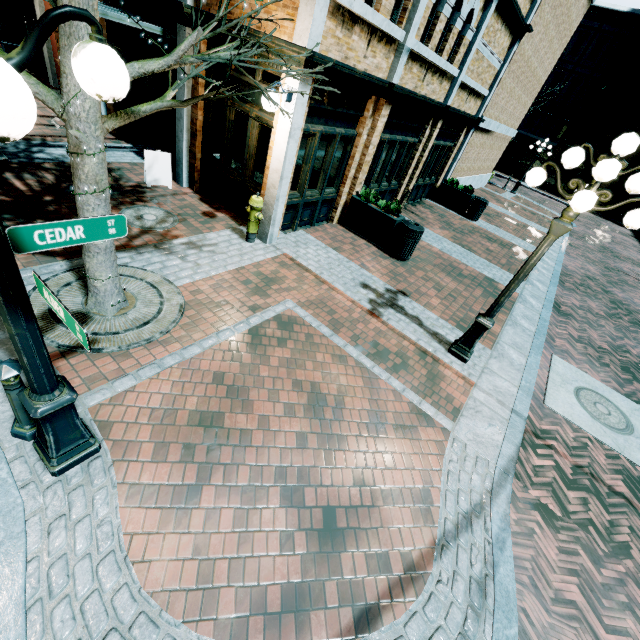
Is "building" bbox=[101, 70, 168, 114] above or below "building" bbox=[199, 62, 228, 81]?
below

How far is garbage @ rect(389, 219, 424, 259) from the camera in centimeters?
789cm

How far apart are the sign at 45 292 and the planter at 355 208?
7.5m

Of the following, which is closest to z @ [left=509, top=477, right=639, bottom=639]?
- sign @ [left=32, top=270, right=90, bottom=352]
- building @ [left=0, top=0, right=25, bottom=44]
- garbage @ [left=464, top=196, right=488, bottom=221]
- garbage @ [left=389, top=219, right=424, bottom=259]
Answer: building @ [left=0, top=0, right=25, bottom=44]

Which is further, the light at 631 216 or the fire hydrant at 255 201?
the fire hydrant at 255 201

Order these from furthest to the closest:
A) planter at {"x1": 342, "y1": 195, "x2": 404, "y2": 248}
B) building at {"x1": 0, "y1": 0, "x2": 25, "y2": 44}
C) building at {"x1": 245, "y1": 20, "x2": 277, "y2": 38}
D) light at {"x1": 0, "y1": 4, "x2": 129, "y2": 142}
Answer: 1. building at {"x1": 0, "y1": 0, "x2": 25, "y2": 44}
2. planter at {"x1": 342, "y1": 195, "x2": 404, "y2": 248}
3. building at {"x1": 245, "y1": 20, "x2": 277, "y2": 38}
4. light at {"x1": 0, "y1": 4, "x2": 129, "y2": 142}

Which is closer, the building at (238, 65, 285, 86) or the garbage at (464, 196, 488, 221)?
the building at (238, 65, 285, 86)

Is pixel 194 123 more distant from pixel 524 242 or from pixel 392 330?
pixel 524 242
